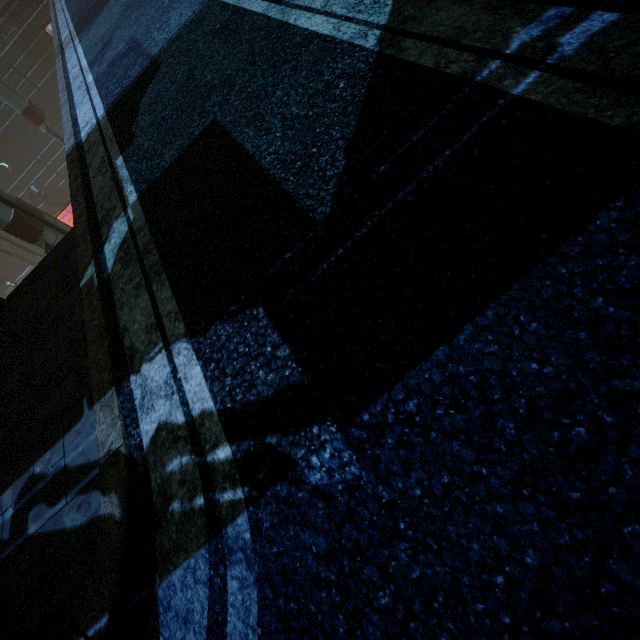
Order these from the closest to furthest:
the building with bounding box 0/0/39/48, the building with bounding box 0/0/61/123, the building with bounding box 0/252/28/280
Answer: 1. the building with bounding box 0/0/39/48
2. the building with bounding box 0/0/61/123
3. the building with bounding box 0/252/28/280

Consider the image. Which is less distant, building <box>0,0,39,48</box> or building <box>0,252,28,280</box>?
building <box>0,0,39,48</box>

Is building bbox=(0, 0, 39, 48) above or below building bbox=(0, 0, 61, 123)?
above

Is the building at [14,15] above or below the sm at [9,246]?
above

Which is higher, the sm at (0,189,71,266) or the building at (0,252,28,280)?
the sm at (0,189,71,266)

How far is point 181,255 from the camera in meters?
3.1 m

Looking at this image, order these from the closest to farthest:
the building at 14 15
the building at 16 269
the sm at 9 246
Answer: the sm at 9 246 < the building at 14 15 < the building at 16 269
